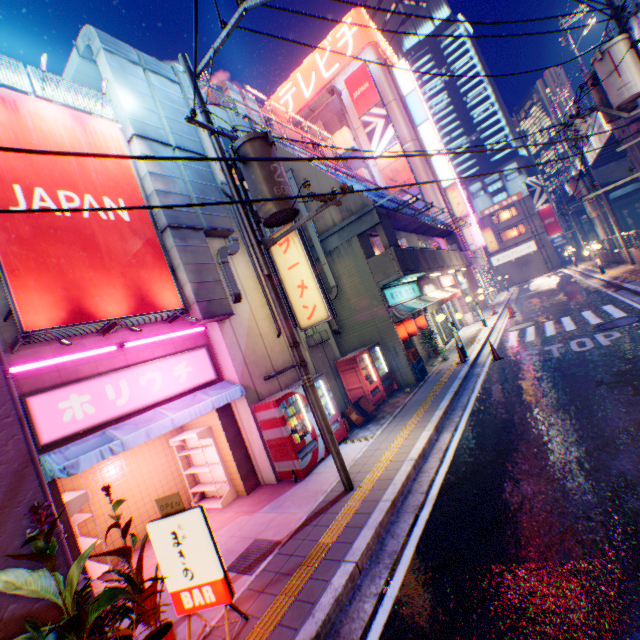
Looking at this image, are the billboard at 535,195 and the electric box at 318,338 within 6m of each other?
no

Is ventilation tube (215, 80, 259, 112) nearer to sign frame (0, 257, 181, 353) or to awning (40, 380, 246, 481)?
sign frame (0, 257, 181, 353)

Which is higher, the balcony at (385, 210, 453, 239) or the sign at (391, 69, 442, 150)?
the sign at (391, 69, 442, 150)

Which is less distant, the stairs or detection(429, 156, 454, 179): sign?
detection(429, 156, 454, 179): sign

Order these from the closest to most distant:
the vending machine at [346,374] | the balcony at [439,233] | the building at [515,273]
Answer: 1. the vending machine at [346,374]
2. the balcony at [439,233]
3. the building at [515,273]

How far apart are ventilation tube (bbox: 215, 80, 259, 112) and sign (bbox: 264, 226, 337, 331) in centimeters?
1376cm

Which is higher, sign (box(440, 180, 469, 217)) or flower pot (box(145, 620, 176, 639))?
sign (box(440, 180, 469, 217))

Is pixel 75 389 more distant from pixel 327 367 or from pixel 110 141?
pixel 327 367
